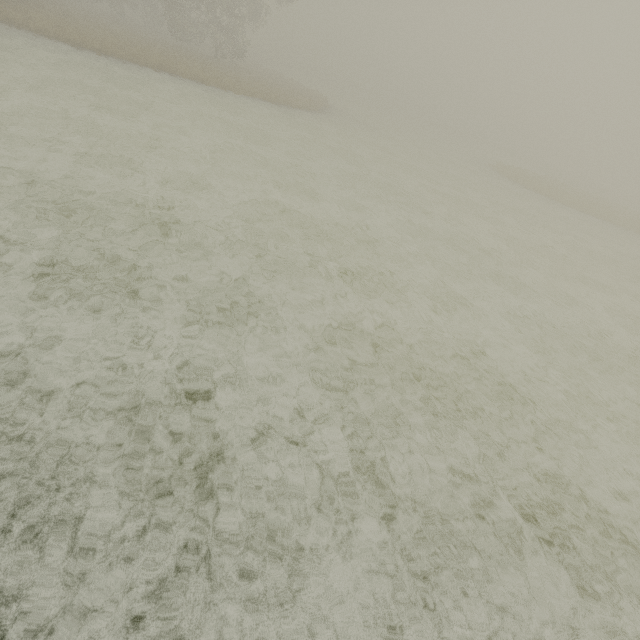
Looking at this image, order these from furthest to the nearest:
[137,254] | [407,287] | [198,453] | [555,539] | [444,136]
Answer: [444,136] → [407,287] → [137,254] → [555,539] → [198,453]
